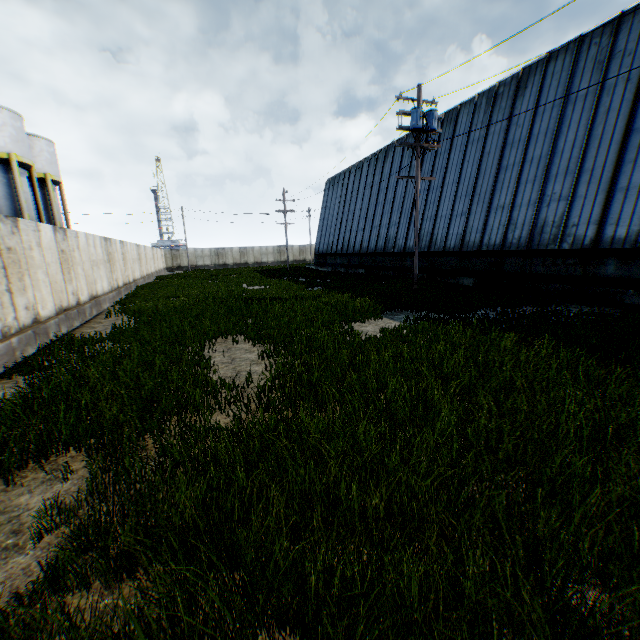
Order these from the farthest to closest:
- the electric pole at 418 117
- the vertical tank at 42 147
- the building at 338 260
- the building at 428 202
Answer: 1. the building at 338 260
2. the vertical tank at 42 147
3. the electric pole at 418 117
4. the building at 428 202

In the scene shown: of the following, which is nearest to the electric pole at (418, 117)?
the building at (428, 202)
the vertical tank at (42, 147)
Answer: the building at (428, 202)

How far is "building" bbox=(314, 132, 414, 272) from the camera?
25.48m

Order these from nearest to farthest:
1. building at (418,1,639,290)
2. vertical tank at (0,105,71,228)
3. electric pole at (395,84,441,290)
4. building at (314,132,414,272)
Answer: building at (418,1,639,290)
electric pole at (395,84,441,290)
vertical tank at (0,105,71,228)
building at (314,132,414,272)

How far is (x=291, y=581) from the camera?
2.15m

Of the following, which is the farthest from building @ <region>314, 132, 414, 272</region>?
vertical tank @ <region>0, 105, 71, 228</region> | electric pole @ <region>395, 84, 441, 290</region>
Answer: vertical tank @ <region>0, 105, 71, 228</region>

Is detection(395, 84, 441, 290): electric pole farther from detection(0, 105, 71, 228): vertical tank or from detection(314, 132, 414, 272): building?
detection(0, 105, 71, 228): vertical tank
